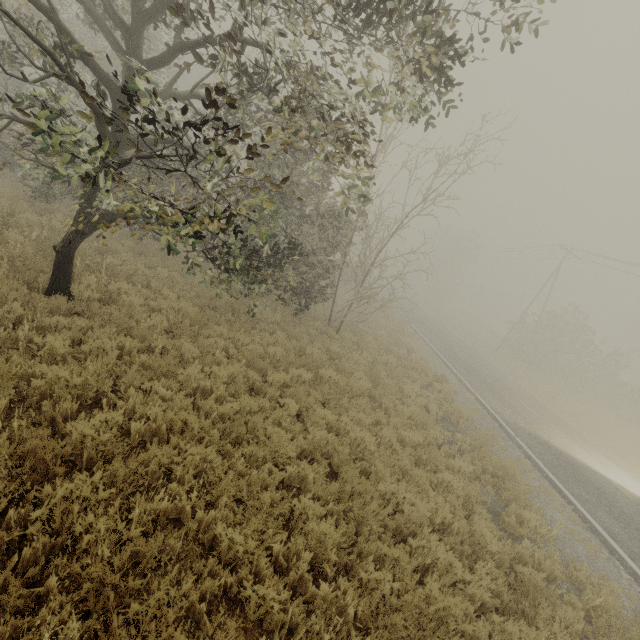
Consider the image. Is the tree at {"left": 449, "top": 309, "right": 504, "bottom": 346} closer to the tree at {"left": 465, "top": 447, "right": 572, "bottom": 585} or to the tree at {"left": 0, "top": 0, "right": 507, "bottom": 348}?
the tree at {"left": 0, "top": 0, "right": 507, "bottom": 348}

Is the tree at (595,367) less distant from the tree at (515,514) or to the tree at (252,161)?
the tree at (252,161)

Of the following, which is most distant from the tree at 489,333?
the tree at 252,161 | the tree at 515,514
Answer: the tree at 515,514

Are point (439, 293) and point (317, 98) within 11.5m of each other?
no

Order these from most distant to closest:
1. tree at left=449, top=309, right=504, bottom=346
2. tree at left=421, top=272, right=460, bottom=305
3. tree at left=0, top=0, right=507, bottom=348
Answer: tree at left=421, top=272, right=460, bottom=305, tree at left=449, top=309, right=504, bottom=346, tree at left=0, top=0, right=507, bottom=348

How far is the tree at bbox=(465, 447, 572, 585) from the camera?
6.46m
